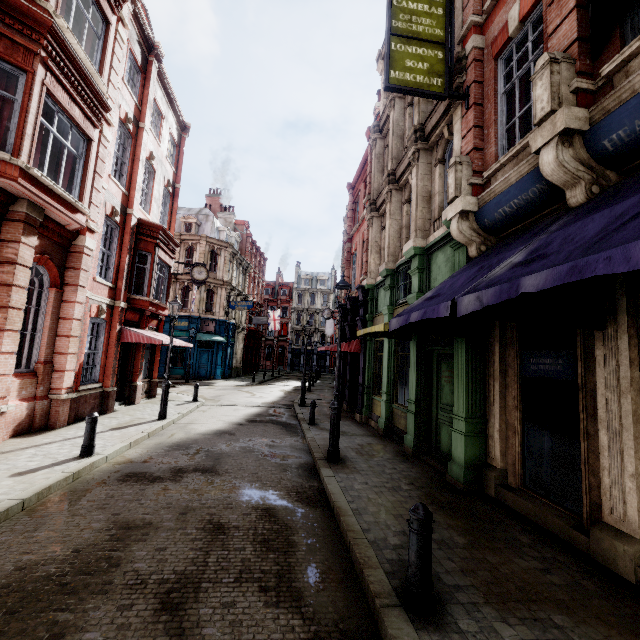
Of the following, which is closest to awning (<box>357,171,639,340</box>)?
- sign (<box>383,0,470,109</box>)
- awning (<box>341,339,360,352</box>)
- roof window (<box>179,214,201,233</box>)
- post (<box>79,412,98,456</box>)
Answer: sign (<box>383,0,470,109</box>)

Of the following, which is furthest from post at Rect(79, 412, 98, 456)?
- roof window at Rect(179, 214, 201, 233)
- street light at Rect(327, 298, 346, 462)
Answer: roof window at Rect(179, 214, 201, 233)

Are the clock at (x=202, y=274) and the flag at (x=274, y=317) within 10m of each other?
no

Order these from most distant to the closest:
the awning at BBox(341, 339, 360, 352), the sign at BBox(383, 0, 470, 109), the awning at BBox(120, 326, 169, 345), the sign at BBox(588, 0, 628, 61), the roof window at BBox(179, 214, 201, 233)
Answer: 1. the roof window at BBox(179, 214, 201, 233)
2. the awning at BBox(341, 339, 360, 352)
3. the awning at BBox(120, 326, 169, 345)
4. the sign at BBox(383, 0, 470, 109)
5. the sign at BBox(588, 0, 628, 61)

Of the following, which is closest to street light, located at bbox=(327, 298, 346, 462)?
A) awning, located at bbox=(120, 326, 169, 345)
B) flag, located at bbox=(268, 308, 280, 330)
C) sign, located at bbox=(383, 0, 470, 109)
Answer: sign, located at bbox=(383, 0, 470, 109)

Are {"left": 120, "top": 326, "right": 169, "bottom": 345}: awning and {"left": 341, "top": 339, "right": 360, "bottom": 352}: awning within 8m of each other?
yes

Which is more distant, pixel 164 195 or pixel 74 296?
pixel 164 195

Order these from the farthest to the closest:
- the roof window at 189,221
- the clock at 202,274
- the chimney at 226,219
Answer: the chimney at 226,219 < the roof window at 189,221 < the clock at 202,274
